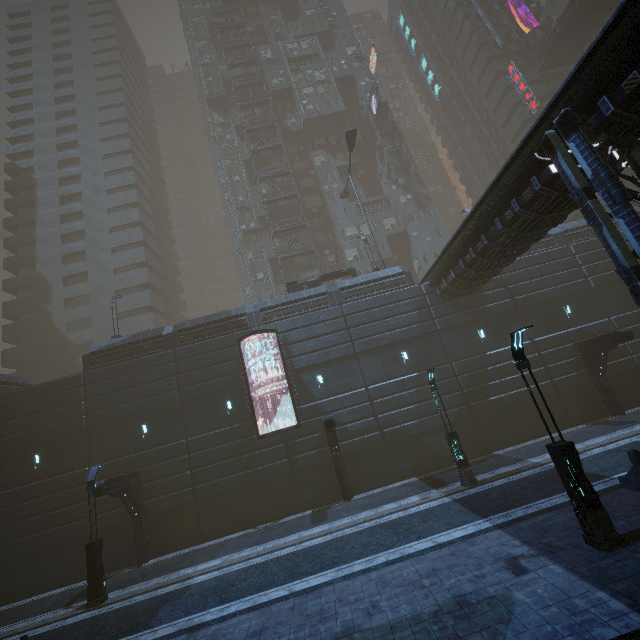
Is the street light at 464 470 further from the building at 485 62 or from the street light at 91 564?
the street light at 91 564

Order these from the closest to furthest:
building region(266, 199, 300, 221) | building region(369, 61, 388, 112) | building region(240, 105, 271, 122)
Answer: building region(266, 199, 300, 221) < building region(369, 61, 388, 112) < building region(240, 105, 271, 122)

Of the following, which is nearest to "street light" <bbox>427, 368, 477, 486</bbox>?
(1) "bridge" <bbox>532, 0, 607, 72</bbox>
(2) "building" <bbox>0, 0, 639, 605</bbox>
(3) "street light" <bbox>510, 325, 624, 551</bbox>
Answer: (2) "building" <bbox>0, 0, 639, 605</bbox>

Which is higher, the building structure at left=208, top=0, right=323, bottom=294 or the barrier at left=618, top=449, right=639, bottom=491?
the building structure at left=208, top=0, right=323, bottom=294

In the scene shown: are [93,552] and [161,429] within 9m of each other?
yes

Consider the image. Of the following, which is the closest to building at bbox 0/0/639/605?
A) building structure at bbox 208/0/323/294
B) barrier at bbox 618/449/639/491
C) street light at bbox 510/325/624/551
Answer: building structure at bbox 208/0/323/294

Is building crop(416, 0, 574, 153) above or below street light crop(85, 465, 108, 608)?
above

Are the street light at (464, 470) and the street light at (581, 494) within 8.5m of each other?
yes
